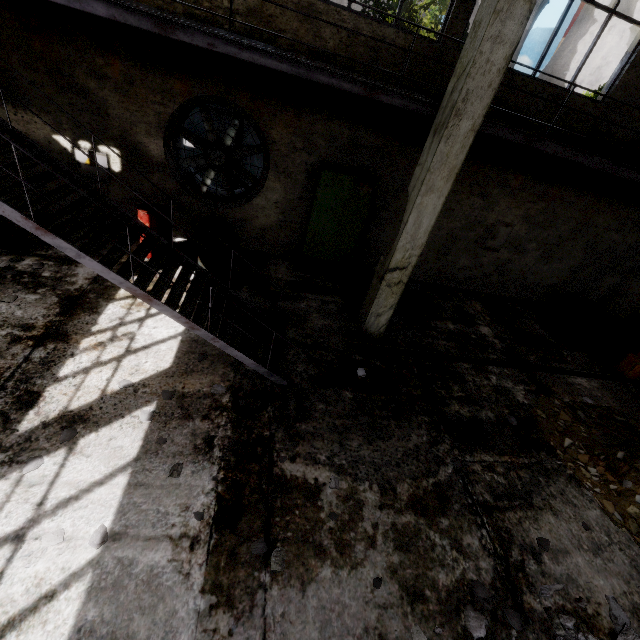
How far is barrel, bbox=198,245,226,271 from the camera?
6.9 meters

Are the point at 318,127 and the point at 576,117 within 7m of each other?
yes

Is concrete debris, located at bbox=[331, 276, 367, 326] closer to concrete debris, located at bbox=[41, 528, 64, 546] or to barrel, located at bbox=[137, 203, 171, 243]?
barrel, located at bbox=[137, 203, 171, 243]

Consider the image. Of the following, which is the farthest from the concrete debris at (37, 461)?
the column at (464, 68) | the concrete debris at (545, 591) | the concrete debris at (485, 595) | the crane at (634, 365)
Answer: the crane at (634, 365)

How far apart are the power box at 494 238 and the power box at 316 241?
3.5 meters

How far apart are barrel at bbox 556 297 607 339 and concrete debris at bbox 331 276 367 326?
4.7 meters

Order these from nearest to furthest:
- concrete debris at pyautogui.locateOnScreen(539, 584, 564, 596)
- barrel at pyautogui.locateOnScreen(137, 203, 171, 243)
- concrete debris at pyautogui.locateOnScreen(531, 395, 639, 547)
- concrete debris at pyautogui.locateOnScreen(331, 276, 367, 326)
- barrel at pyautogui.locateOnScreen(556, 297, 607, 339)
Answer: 1. concrete debris at pyautogui.locateOnScreen(539, 584, 564, 596)
2. concrete debris at pyautogui.locateOnScreen(531, 395, 639, 547)
3. barrel at pyautogui.locateOnScreen(137, 203, 171, 243)
4. concrete debris at pyautogui.locateOnScreen(331, 276, 367, 326)
5. barrel at pyautogui.locateOnScreen(556, 297, 607, 339)

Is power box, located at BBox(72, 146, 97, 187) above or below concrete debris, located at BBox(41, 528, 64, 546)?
above
